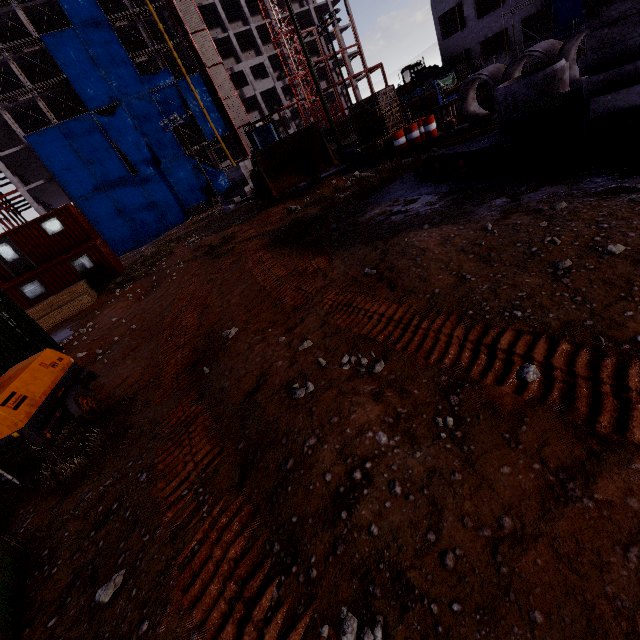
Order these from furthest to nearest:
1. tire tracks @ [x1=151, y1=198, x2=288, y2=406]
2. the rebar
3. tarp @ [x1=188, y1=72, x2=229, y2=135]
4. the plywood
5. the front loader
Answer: tarp @ [x1=188, y1=72, x2=229, y2=135] → the front loader → the plywood → the rebar → tire tracks @ [x1=151, y1=198, x2=288, y2=406]

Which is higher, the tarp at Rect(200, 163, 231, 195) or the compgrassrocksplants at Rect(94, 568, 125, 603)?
the tarp at Rect(200, 163, 231, 195)

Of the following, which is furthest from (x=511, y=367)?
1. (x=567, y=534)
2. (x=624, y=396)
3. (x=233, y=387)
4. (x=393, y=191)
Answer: (x=393, y=191)

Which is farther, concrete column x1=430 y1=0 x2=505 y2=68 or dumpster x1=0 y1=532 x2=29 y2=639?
concrete column x1=430 y1=0 x2=505 y2=68

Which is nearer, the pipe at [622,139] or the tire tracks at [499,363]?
the tire tracks at [499,363]

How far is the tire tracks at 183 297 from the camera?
5.6 meters

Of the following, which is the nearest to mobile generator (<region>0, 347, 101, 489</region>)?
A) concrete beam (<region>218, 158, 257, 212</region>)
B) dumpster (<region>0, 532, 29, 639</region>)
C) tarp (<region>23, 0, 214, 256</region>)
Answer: dumpster (<region>0, 532, 29, 639</region>)

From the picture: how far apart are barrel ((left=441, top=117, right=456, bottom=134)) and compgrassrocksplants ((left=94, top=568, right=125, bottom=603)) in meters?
A: 16.5 m
